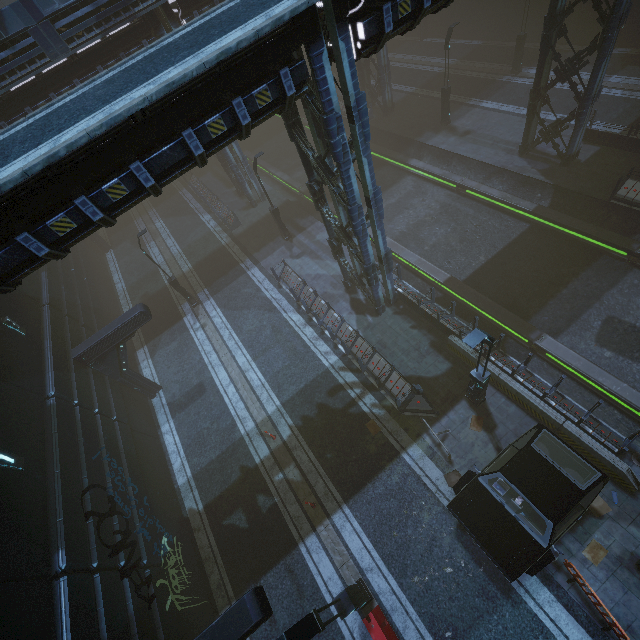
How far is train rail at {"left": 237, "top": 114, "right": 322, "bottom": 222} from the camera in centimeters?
2572cm

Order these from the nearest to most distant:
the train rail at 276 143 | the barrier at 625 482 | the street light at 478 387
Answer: the street light at 478 387, the barrier at 625 482, the train rail at 276 143

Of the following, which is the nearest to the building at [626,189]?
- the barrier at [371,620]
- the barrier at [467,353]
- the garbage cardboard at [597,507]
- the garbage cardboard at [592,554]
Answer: the barrier at [467,353]

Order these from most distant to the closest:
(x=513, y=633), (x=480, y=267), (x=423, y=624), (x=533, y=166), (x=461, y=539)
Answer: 1. (x=533, y=166)
2. (x=480, y=267)
3. (x=461, y=539)
4. (x=423, y=624)
5. (x=513, y=633)

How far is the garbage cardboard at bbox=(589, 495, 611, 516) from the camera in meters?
9.9 m

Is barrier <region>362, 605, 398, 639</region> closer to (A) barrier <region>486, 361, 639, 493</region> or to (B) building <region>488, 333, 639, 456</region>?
(B) building <region>488, 333, 639, 456</region>

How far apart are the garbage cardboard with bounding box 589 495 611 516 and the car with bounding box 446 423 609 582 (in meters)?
1.21

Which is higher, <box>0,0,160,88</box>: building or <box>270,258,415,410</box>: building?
<box>0,0,160,88</box>: building
